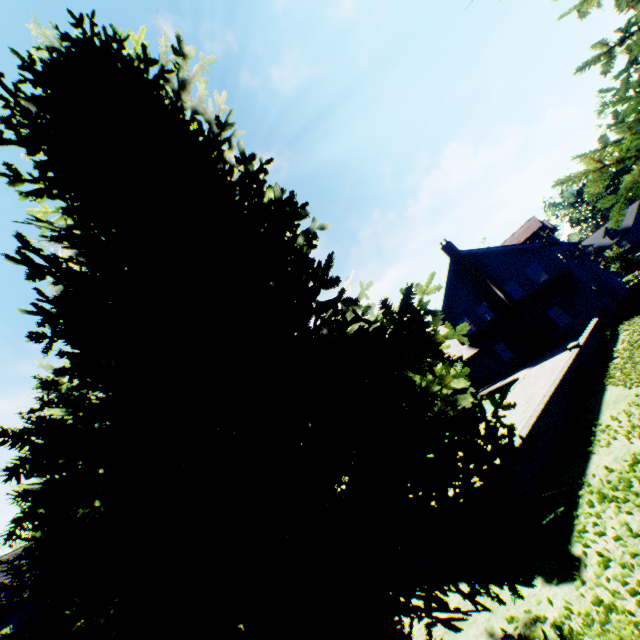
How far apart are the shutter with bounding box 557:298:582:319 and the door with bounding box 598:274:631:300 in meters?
7.1 m

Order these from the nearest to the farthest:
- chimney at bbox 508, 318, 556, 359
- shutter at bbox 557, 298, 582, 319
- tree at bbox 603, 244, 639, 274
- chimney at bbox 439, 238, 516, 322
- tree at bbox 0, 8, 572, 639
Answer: tree at bbox 0, 8, 572, 639
shutter at bbox 557, 298, 582, 319
chimney at bbox 508, 318, 556, 359
chimney at bbox 439, 238, 516, 322
tree at bbox 603, 244, 639, 274

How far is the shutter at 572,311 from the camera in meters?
23.9 m

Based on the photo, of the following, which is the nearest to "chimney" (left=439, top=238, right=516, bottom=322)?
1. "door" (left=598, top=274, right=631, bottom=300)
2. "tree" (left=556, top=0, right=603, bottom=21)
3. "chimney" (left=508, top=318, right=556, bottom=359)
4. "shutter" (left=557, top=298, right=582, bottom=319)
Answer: "chimney" (left=508, top=318, right=556, bottom=359)

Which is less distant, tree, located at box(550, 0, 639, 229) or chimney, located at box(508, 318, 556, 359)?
tree, located at box(550, 0, 639, 229)

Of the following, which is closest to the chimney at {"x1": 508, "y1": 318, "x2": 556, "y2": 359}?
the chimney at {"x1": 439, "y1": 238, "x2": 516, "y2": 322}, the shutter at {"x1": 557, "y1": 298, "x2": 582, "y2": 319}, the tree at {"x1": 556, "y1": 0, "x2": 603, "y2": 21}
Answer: the chimney at {"x1": 439, "y1": 238, "x2": 516, "y2": 322}

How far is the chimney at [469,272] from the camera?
26.7 meters

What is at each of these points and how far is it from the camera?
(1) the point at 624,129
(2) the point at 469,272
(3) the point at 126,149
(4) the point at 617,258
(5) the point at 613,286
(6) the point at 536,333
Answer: (1) tree, 2.56m
(2) chimney, 28.23m
(3) tree, 4.70m
(4) tree, 45.84m
(5) door, 27.45m
(6) chimney, 25.41m
